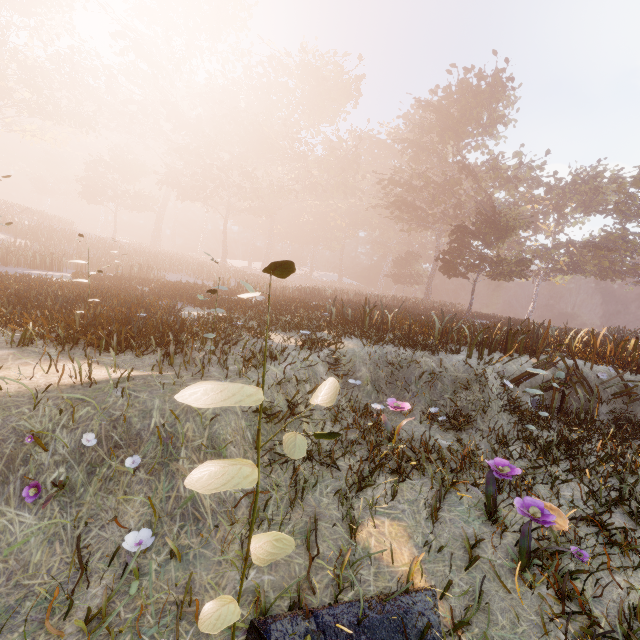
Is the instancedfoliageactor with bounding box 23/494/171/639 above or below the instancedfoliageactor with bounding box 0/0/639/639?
below

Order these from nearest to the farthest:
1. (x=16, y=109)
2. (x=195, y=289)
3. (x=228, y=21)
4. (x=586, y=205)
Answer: (x=195, y=289) < (x=16, y=109) < (x=586, y=205) < (x=228, y=21)

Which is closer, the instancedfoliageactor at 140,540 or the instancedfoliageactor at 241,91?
the instancedfoliageactor at 140,540

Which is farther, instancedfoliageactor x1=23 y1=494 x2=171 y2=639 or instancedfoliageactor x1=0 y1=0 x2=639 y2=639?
instancedfoliageactor x1=0 y1=0 x2=639 y2=639

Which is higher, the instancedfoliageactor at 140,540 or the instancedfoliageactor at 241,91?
the instancedfoliageactor at 241,91
